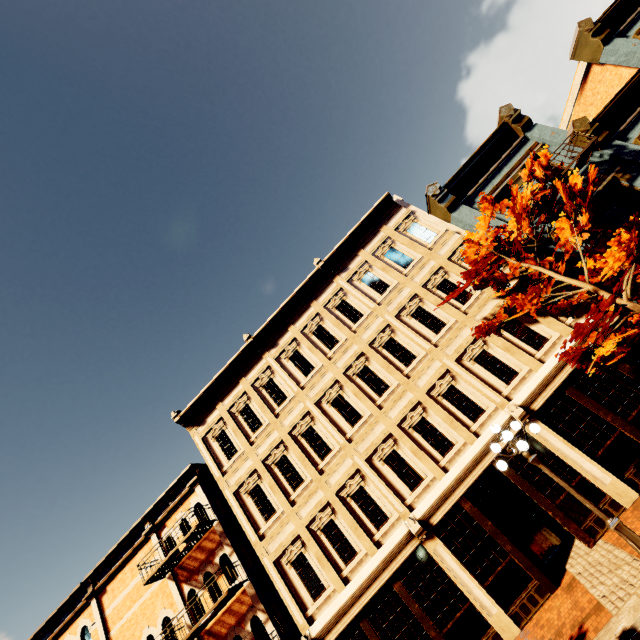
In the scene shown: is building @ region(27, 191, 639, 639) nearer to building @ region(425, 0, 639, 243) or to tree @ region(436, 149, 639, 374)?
building @ region(425, 0, 639, 243)

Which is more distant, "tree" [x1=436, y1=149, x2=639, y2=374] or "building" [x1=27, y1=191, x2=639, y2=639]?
"building" [x1=27, y1=191, x2=639, y2=639]

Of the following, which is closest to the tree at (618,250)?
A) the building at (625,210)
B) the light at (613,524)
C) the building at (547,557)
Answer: the building at (625,210)

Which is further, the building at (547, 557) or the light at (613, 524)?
the building at (547, 557)

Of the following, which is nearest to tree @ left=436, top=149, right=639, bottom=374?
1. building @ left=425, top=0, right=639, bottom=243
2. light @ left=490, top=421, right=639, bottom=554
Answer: building @ left=425, top=0, right=639, bottom=243

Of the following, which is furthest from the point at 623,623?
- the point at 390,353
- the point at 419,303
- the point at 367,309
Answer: the point at 367,309

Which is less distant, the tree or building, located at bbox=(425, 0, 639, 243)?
the tree

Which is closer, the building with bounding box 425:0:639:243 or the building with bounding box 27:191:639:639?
the building with bounding box 27:191:639:639
